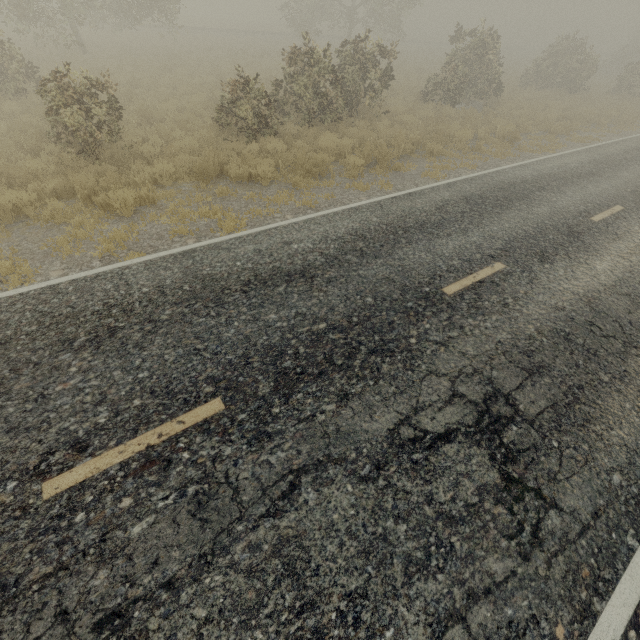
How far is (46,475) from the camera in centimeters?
310cm
